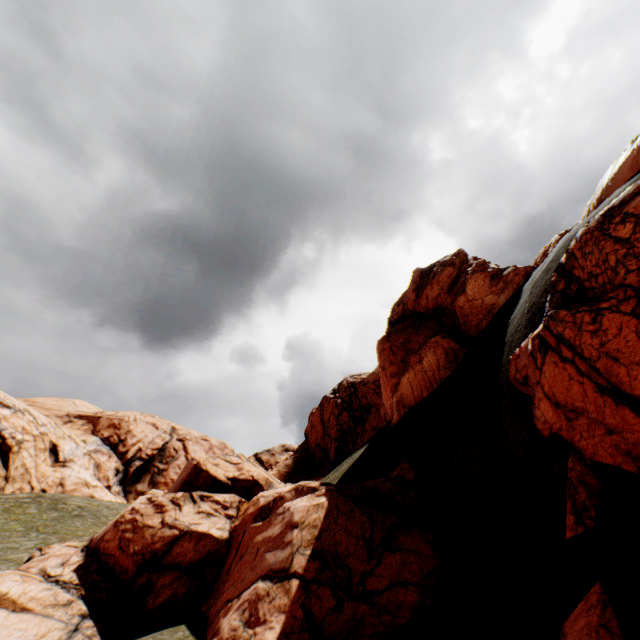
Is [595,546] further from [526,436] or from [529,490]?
[526,436]

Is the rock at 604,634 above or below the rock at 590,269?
below

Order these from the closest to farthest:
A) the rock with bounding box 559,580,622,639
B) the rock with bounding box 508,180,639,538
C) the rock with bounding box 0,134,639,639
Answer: the rock with bounding box 559,580,622,639 < the rock with bounding box 508,180,639,538 < the rock with bounding box 0,134,639,639

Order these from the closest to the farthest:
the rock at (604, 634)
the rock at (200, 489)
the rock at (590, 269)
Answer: the rock at (604, 634), the rock at (590, 269), the rock at (200, 489)

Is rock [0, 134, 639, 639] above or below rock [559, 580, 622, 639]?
above

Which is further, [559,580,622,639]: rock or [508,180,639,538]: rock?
[508,180,639,538]: rock
